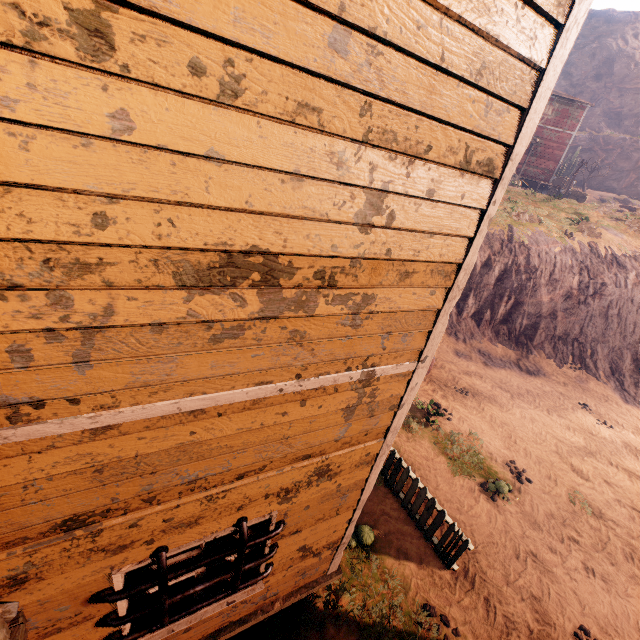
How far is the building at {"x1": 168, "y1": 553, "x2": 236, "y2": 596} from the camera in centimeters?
325cm

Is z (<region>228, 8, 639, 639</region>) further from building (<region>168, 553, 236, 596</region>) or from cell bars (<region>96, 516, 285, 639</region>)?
cell bars (<region>96, 516, 285, 639</region>)

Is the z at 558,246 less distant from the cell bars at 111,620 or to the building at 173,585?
the building at 173,585

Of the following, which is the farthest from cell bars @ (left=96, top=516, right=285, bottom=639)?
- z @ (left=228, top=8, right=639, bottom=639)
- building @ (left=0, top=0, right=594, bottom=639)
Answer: z @ (left=228, top=8, right=639, bottom=639)

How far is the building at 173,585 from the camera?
3.25m

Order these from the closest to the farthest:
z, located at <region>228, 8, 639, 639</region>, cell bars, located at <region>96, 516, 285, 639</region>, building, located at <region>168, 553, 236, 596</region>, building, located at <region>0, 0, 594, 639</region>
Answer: building, located at <region>0, 0, 594, 639</region> → cell bars, located at <region>96, 516, 285, 639</region> → building, located at <region>168, 553, 236, 596</region> → z, located at <region>228, 8, 639, 639</region>

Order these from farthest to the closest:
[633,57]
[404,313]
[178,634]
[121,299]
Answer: [633,57] → [178,634] → [404,313] → [121,299]

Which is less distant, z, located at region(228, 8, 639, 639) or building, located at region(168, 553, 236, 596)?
building, located at region(168, 553, 236, 596)
